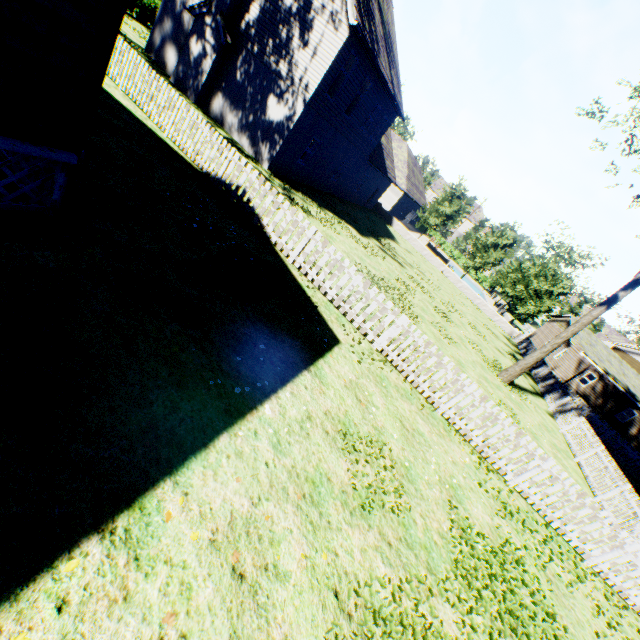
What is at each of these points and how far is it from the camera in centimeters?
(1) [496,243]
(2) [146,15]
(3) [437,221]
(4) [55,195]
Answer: (1) tree, 3331cm
(2) hedge, 2417cm
(3) tree, 3441cm
(4) house, 473cm

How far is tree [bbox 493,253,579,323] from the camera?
31.52m

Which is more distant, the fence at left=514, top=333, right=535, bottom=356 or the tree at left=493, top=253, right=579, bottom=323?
the tree at left=493, top=253, right=579, bottom=323

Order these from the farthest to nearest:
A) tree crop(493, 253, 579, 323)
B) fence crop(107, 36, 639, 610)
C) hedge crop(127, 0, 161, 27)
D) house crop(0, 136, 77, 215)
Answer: tree crop(493, 253, 579, 323) → hedge crop(127, 0, 161, 27) → fence crop(107, 36, 639, 610) → house crop(0, 136, 77, 215)

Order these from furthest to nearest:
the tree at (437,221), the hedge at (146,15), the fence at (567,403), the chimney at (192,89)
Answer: the tree at (437,221)
the hedge at (146,15)
the chimney at (192,89)
the fence at (567,403)

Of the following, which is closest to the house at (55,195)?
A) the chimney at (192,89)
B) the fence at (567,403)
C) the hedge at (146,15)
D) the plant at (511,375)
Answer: the fence at (567,403)

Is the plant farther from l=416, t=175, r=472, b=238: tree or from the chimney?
the chimney
